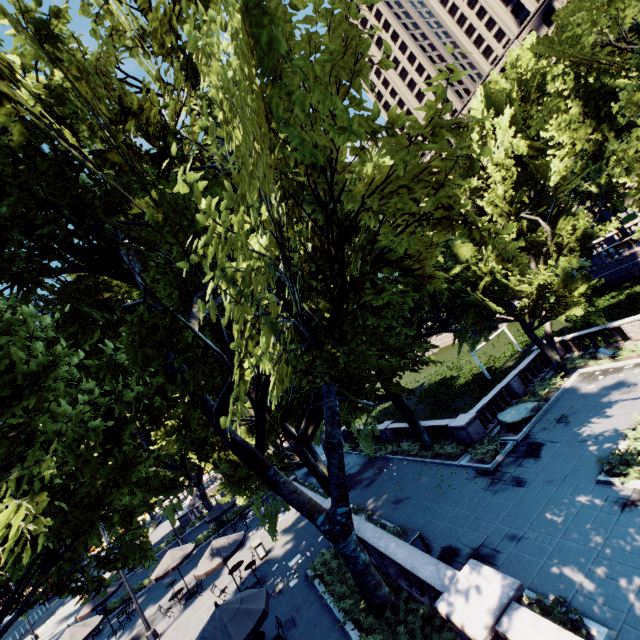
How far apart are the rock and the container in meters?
8.9

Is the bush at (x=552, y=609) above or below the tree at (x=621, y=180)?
below

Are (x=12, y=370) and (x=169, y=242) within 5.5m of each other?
yes

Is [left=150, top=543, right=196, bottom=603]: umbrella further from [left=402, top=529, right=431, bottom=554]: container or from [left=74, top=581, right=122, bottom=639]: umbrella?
[left=402, top=529, right=431, bottom=554]: container

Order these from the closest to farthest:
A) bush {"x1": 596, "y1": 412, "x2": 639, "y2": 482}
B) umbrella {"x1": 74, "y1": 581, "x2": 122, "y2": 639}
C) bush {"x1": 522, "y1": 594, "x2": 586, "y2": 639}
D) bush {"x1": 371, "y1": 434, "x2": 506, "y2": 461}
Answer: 1. bush {"x1": 522, "y1": 594, "x2": 586, "y2": 639}
2. bush {"x1": 596, "y1": 412, "x2": 639, "y2": 482}
3. bush {"x1": 371, "y1": 434, "x2": 506, "y2": 461}
4. umbrella {"x1": 74, "y1": 581, "x2": 122, "y2": 639}

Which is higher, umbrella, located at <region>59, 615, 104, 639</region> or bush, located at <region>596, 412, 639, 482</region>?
umbrella, located at <region>59, 615, 104, 639</region>

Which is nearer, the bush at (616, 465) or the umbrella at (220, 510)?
the bush at (616, 465)

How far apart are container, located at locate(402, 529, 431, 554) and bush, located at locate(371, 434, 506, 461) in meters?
7.4 m
